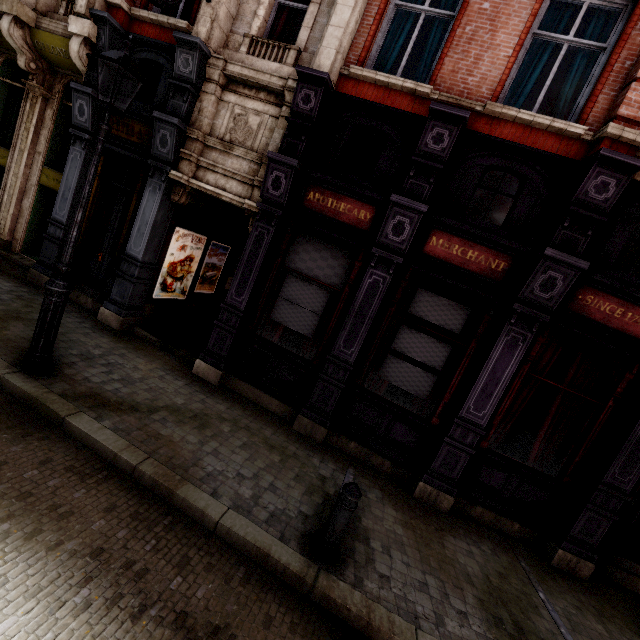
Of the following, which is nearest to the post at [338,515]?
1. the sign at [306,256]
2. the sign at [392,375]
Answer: the sign at [392,375]

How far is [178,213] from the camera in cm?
779

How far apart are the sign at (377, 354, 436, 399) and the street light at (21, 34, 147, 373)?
5.3m

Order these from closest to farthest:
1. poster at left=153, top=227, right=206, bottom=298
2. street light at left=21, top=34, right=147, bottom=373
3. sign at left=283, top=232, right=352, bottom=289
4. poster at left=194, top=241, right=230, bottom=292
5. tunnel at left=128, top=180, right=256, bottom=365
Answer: street light at left=21, top=34, right=147, bottom=373 < sign at left=283, top=232, right=352, bottom=289 < tunnel at left=128, top=180, right=256, bottom=365 < poster at left=153, top=227, right=206, bottom=298 < poster at left=194, top=241, right=230, bottom=292

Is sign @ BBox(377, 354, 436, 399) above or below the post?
above

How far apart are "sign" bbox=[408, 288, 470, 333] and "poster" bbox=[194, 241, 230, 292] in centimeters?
624cm

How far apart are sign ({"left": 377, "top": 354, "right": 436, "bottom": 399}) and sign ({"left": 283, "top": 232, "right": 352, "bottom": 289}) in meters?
1.5

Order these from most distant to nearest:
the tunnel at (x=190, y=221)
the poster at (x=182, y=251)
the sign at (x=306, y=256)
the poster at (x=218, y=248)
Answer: the poster at (x=218, y=248), the poster at (x=182, y=251), the tunnel at (x=190, y=221), the sign at (x=306, y=256)
